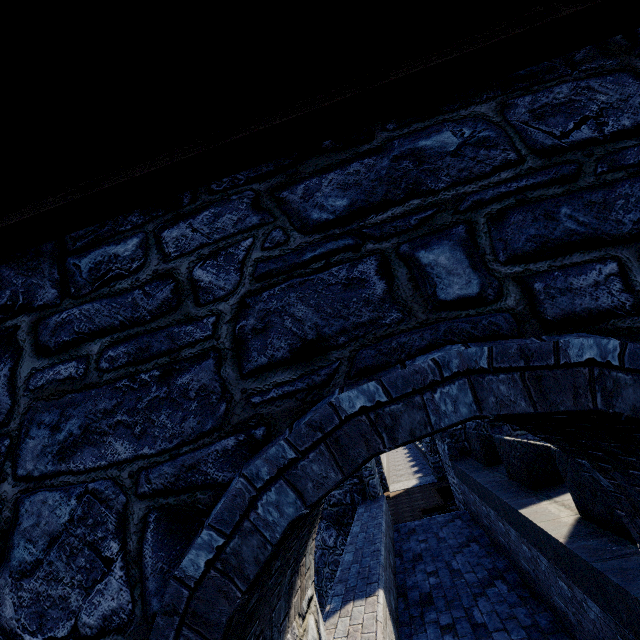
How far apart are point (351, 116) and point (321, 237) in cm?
71
